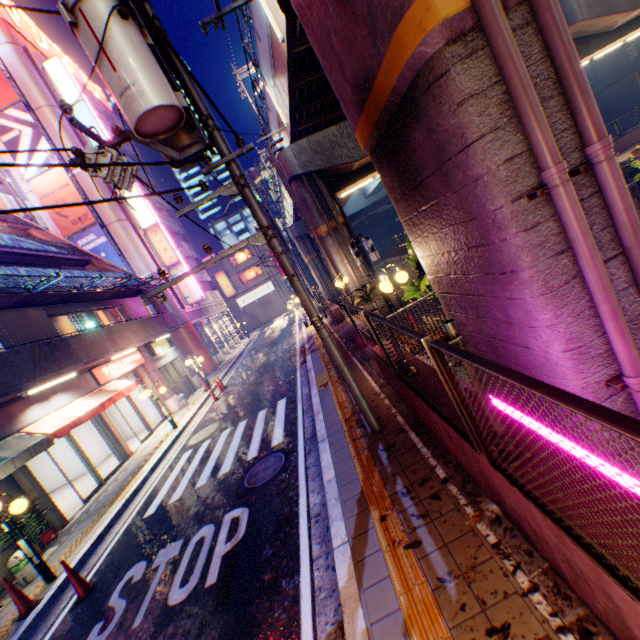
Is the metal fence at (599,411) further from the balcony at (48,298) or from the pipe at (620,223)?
the pipe at (620,223)

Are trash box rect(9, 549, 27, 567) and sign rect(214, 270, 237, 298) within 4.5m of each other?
no

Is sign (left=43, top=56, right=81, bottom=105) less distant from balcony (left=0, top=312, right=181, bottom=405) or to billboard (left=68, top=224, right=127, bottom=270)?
billboard (left=68, top=224, right=127, bottom=270)

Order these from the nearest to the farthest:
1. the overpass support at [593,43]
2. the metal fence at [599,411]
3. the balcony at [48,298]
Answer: the metal fence at [599,411]
the balcony at [48,298]
the overpass support at [593,43]

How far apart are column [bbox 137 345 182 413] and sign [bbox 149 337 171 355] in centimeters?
74cm

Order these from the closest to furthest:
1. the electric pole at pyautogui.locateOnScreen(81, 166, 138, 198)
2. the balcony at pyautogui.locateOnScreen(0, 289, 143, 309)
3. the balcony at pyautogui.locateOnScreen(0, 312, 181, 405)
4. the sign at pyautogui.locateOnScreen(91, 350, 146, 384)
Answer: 1. the electric pole at pyautogui.locateOnScreen(81, 166, 138, 198)
2. the balcony at pyautogui.locateOnScreen(0, 312, 181, 405)
3. the balcony at pyautogui.locateOnScreen(0, 289, 143, 309)
4. the sign at pyautogui.locateOnScreen(91, 350, 146, 384)

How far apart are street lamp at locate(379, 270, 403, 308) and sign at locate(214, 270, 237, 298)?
33.8m

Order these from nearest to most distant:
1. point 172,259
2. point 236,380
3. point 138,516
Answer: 1. point 138,516
2. point 236,380
3. point 172,259
